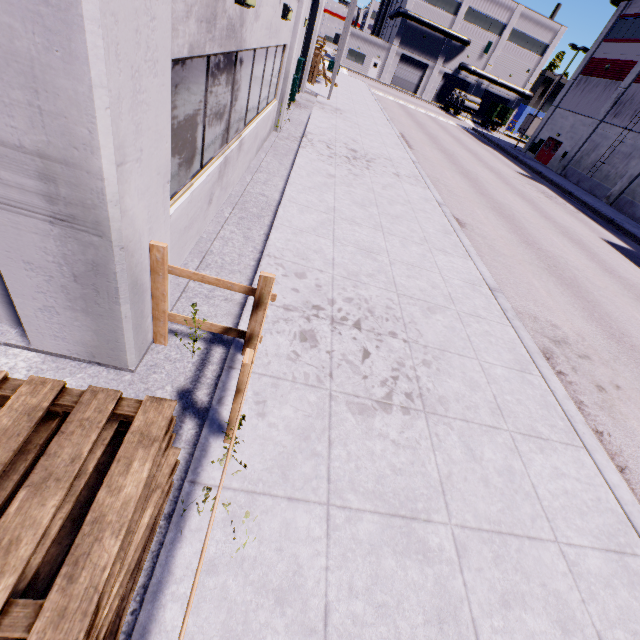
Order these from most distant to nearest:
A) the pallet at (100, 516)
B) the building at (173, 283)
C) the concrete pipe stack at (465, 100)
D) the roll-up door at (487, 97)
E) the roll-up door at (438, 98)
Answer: the roll-up door at (487, 97) → the roll-up door at (438, 98) → the concrete pipe stack at (465, 100) → the building at (173, 283) → the pallet at (100, 516)

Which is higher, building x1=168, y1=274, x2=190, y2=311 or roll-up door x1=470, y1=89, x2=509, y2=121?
roll-up door x1=470, y1=89, x2=509, y2=121

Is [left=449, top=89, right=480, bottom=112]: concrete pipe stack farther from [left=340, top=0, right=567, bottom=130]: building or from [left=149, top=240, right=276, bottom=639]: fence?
[left=149, top=240, right=276, bottom=639]: fence

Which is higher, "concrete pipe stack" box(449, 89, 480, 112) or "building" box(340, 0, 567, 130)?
"building" box(340, 0, 567, 130)

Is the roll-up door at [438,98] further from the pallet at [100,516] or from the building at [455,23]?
the pallet at [100,516]

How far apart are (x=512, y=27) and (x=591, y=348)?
67.5m

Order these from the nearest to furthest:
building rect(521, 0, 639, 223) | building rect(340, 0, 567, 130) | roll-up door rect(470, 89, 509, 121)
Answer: Result: building rect(521, 0, 639, 223), building rect(340, 0, 567, 130), roll-up door rect(470, 89, 509, 121)

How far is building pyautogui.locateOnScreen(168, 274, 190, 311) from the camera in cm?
387
